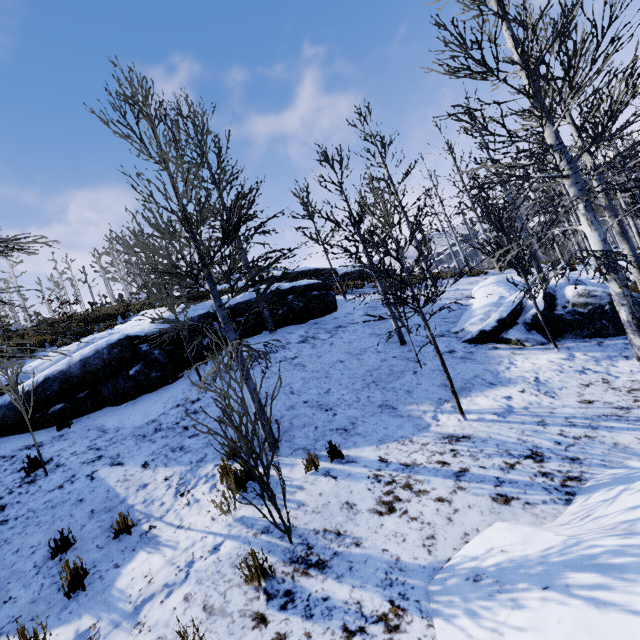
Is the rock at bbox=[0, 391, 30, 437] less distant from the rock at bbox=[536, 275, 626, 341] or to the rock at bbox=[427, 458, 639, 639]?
the rock at bbox=[536, 275, 626, 341]

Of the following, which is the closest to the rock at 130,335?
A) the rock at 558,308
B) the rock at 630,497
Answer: the rock at 558,308

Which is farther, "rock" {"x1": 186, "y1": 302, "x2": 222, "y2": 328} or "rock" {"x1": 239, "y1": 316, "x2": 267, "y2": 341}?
"rock" {"x1": 239, "y1": 316, "x2": 267, "y2": 341}

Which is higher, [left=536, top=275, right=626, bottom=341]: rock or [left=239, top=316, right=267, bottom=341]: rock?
[left=239, top=316, right=267, bottom=341]: rock

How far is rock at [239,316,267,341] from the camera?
11.69m

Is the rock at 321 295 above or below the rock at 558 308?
above

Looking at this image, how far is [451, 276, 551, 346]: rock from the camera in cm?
865

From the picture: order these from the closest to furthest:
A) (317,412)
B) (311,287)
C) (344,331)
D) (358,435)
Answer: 1. (358,435)
2. (317,412)
3. (344,331)
4. (311,287)
